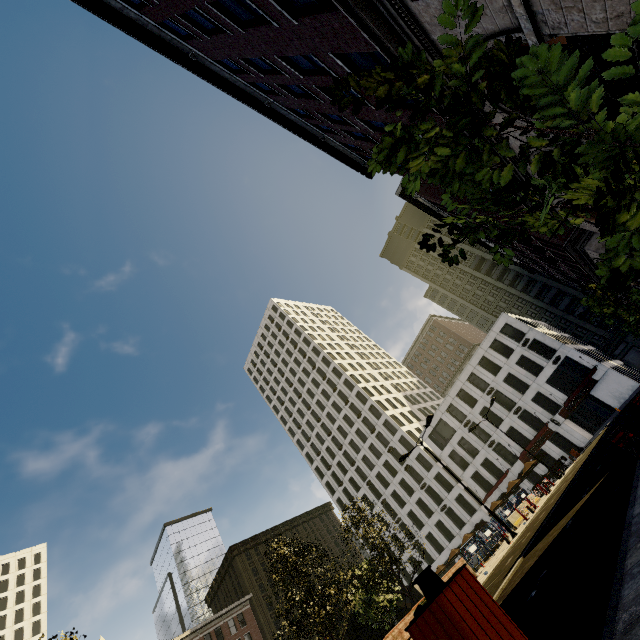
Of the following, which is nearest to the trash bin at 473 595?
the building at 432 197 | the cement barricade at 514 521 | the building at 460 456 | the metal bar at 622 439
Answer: the metal bar at 622 439

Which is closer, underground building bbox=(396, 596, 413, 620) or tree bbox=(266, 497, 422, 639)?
tree bbox=(266, 497, 422, 639)

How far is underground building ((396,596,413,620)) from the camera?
31.39m

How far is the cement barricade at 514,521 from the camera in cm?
2525

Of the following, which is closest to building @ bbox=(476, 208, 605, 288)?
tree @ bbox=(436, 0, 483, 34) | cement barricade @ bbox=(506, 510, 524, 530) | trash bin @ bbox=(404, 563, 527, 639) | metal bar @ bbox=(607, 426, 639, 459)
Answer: metal bar @ bbox=(607, 426, 639, 459)

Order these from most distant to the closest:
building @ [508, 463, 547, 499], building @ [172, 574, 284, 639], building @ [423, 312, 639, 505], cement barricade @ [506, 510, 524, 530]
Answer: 1. building @ [172, 574, 284, 639]
2. building @ [508, 463, 547, 499]
3. building @ [423, 312, 639, 505]
4. cement barricade @ [506, 510, 524, 530]

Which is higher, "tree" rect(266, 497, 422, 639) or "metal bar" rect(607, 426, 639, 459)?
"tree" rect(266, 497, 422, 639)

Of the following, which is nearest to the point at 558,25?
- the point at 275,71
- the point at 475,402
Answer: the point at 275,71
